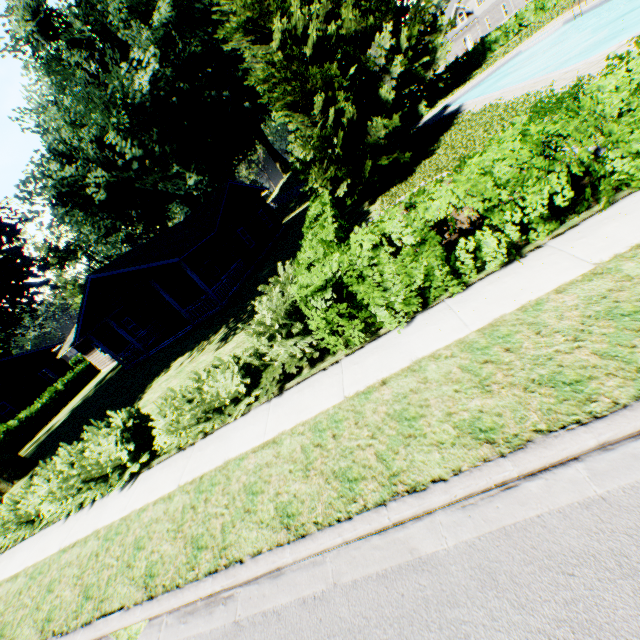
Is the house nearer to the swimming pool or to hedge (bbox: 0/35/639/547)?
hedge (bbox: 0/35/639/547)

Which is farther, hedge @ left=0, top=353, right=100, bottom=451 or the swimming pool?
hedge @ left=0, top=353, right=100, bottom=451

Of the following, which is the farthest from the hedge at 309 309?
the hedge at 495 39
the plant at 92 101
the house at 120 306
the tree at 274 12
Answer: the hedge at 495 39

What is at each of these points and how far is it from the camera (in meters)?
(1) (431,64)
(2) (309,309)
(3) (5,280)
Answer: (1) plant, 29.23
(2) hedge, 7.73
(3) plant, 12.36

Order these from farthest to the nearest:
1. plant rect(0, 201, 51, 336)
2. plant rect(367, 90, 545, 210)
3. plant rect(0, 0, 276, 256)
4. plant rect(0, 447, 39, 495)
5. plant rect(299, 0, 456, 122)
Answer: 1. plant rect(299, 0, 456, 122)
2. plant rect(0, 0, 276, 256)
3. plant rect(0, 447, 39, 495)
4. plant rect(367, 90, 545, 210)
5. plant rect(0, 201, 51, 336)

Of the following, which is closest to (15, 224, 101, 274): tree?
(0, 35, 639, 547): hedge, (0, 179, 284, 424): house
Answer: (0, 179, 284, 424): house

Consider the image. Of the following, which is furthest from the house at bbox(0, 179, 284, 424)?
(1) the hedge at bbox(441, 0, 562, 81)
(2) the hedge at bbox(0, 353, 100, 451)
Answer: (1) the hedge at bbox(441, 0, 562, 81)

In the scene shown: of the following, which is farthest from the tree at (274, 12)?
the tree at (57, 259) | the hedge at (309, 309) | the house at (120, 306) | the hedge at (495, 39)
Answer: the tree at (57, 259)
